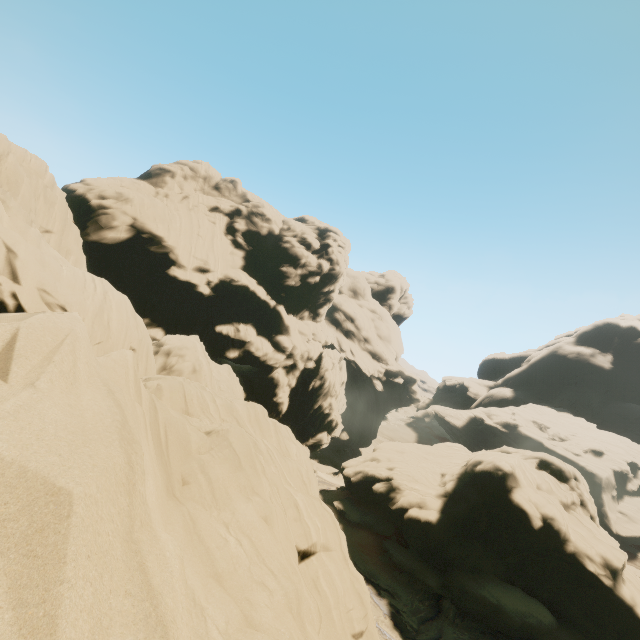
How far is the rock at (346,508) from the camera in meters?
30.6 m

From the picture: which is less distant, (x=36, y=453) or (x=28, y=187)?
(x=36, y=453)

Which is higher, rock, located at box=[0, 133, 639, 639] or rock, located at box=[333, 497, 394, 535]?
rock, located at box=[0, 133, 639, 639]

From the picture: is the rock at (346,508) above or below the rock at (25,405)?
below

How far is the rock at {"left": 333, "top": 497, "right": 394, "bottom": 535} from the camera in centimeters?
3064cm

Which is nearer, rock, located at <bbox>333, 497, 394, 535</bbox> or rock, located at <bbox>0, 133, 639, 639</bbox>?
rock, located at <bbox>0, 133, 639, 639</bbox>
